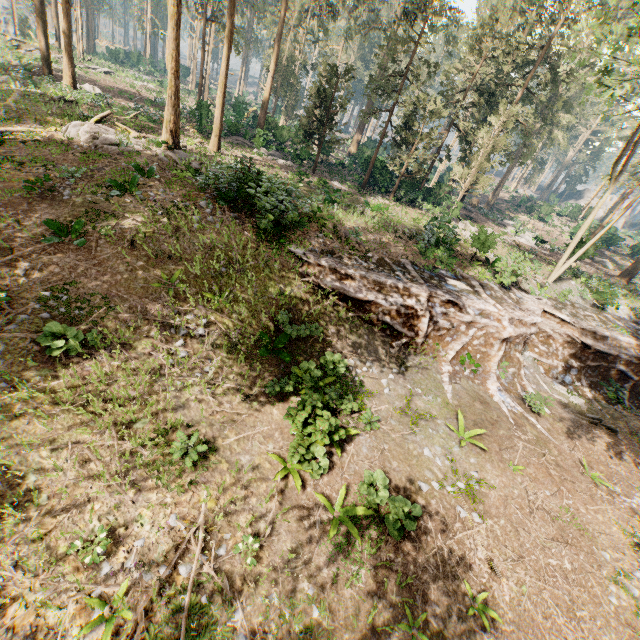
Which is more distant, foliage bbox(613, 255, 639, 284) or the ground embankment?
foliage bbox(613, 255, 639, 284)

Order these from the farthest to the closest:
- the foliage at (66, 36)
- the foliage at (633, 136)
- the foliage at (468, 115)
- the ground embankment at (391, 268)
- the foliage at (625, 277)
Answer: the foliage at (625, 277) < the foliage at (66, 36) < the foliage at (633, 136) < the foliage at (468, 115) < the ground embankment at (391, 268)

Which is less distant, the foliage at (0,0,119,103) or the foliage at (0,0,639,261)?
the foliage at (0,0,639,261)

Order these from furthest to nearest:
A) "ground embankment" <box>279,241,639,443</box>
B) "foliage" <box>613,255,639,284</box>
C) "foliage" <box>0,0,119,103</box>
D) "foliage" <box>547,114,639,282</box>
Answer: "foliage" <box>613,255,639,284</box> → "foliage" <box>0,0,119,103</box> → "foliage" <box>547,114,639,282</box> → "ground embankment" <box>279,241,639,443</box>

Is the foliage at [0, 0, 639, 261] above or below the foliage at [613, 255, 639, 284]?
above

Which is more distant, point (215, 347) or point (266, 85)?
point (266, 85)

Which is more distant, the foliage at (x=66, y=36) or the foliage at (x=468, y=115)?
the foliage at (x=66, y=36)
